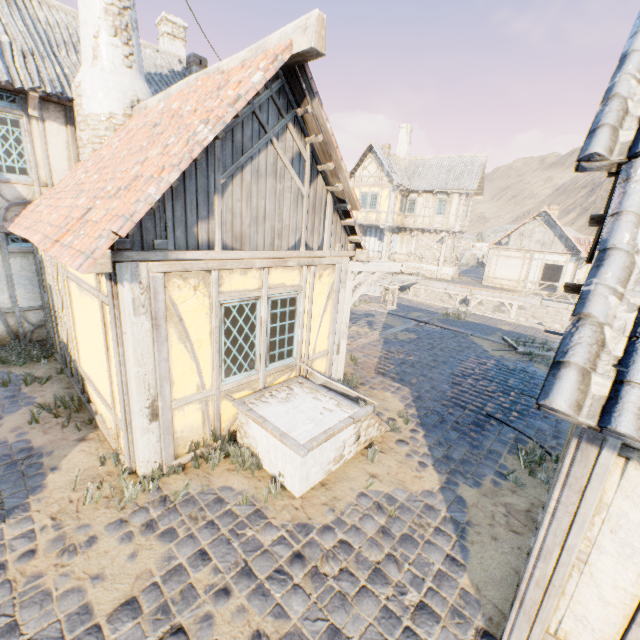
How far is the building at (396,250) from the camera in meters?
25.6

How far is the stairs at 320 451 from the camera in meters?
4.4

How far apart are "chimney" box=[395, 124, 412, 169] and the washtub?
26.4m

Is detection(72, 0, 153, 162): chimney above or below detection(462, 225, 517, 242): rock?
above

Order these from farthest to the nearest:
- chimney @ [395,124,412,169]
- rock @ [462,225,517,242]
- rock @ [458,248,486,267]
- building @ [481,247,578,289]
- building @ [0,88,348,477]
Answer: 1. rock @ [462,225,517,242]
2. rock @ [458,248,486,267]
3. chimney @ [395,124,412,169]
4. building @ [481,247,578,289]
5. building @ [0,88,348,477]

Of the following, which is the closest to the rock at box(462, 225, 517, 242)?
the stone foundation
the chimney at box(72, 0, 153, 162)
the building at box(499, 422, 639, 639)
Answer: the stone foundation

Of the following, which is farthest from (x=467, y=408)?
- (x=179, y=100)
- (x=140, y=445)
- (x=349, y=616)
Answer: (x=179, y=100)

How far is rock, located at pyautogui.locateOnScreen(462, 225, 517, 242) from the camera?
42.85m
